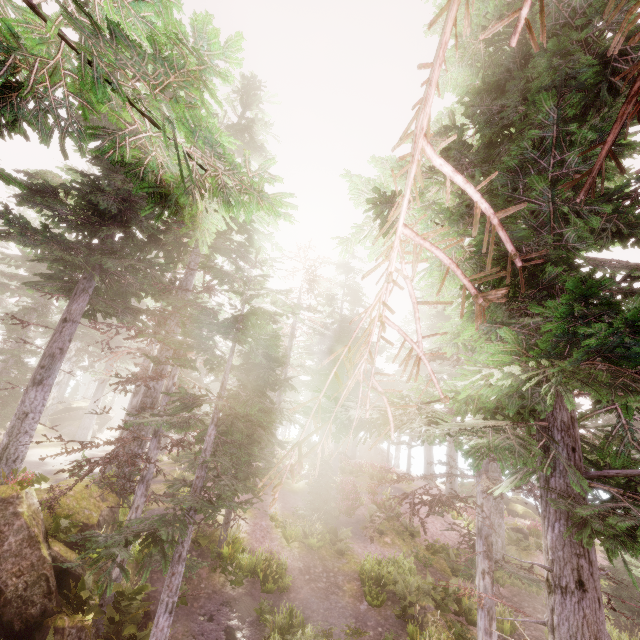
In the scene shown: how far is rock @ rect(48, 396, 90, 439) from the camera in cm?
3303

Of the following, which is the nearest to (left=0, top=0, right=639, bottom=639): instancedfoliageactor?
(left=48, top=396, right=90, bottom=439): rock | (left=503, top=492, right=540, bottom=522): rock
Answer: (left=48, top=396, right=90, bottom=439): rock

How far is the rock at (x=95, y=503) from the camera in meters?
11.1

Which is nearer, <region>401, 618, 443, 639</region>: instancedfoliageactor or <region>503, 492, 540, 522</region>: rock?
<region>401, 618, 443, 639</region>: instancedfoliageactor

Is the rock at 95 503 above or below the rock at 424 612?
above

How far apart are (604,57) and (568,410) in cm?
542

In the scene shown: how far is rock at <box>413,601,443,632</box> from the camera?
11.14m

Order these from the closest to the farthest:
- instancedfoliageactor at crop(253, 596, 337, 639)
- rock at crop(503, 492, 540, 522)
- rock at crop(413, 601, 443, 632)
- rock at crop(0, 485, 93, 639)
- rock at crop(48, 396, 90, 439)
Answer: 1. rock at crop(0, 485, 93, 639)
2. instancedfoliageactor at crop(253, 596, 337, 639)
3. rock at crop(413, 601, 443, 632)
4. rock at crop(503, 492, 540, 522)
5. rock at crop(48, 396, 90, 439)
